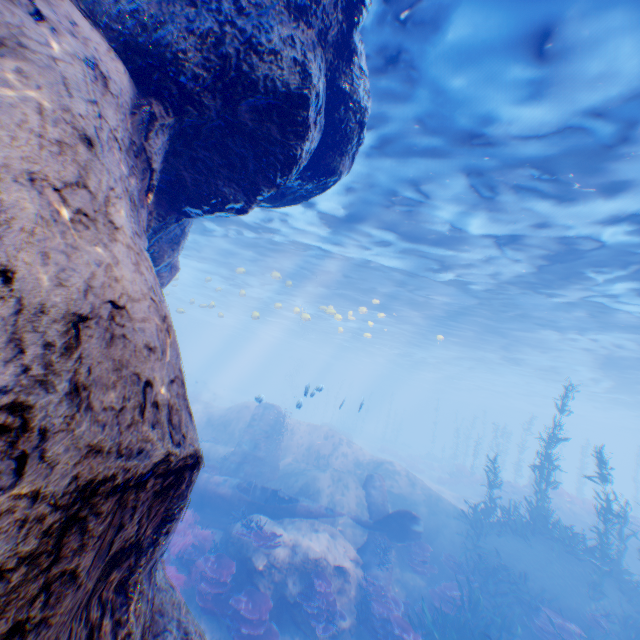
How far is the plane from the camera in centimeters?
1249cm

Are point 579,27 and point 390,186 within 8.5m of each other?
yes

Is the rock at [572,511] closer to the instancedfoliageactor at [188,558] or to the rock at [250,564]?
the rock at [250,564]

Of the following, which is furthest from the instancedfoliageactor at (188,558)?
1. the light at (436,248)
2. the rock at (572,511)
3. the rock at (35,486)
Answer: the rock at (572,511)

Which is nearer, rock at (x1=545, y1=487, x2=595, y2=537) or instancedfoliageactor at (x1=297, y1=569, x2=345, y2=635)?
instancedfoliageactor at (x1=297, y1=569, x2=345, y2=635)

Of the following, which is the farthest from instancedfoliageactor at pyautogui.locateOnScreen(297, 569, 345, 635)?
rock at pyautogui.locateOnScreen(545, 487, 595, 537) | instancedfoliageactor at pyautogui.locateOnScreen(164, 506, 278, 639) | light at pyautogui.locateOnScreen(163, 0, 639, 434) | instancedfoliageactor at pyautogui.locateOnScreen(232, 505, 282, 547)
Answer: rock at pyautogui.locateOnScreen(545, 487, 595, 537)

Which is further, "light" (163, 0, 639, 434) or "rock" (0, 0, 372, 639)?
"light" (163, 0, 639, 434)

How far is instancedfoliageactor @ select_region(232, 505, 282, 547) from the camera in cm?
1005
